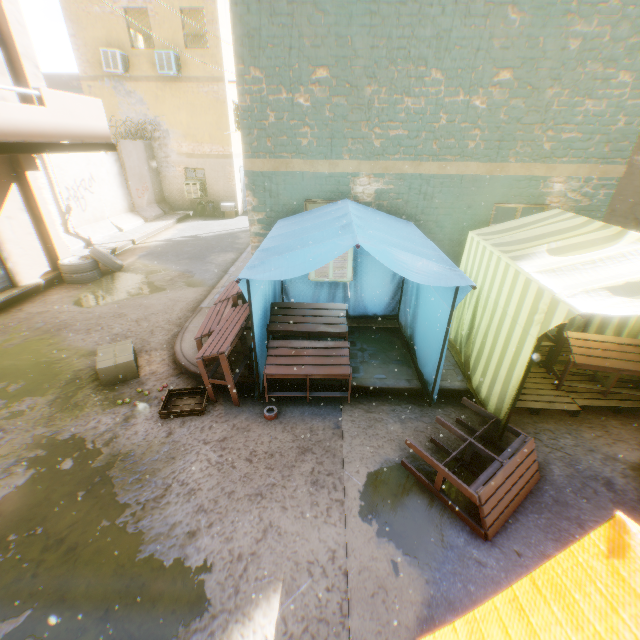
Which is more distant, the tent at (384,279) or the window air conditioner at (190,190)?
the window air conditioner at (190,190)

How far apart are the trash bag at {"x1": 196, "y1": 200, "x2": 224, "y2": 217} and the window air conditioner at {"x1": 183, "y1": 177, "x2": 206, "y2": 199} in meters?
0.2

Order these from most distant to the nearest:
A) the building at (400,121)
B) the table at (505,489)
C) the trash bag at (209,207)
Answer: the trash bag at (209,207), the building at (400,121), the table at (505,489)

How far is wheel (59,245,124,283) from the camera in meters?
9.1 m

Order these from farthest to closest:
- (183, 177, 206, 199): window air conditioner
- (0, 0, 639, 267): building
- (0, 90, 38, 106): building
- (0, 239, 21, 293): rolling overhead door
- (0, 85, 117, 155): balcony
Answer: (183, 177, 206, 199): window air conditioner
(0, 239, 21, 293): rolling overhead door
(0, 90, 38, 106): building
(0, 85, 117, 155): balcony
(0, 0, 639, 267): building

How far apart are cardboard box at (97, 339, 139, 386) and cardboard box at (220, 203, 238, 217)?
13.07m

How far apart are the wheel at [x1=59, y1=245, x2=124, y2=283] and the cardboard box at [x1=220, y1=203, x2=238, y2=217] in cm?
820

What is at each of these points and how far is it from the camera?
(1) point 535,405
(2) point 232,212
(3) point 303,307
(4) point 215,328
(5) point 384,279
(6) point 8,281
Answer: (1) wooden pallet, 4.6 meters
(2) cardboard box, 17.4 meters
(3) table, 5.1 meters
(4) table, 5.2 meters
(5) tent, 6.7 meters
(6) rolling overhead door, 8.2 meters
